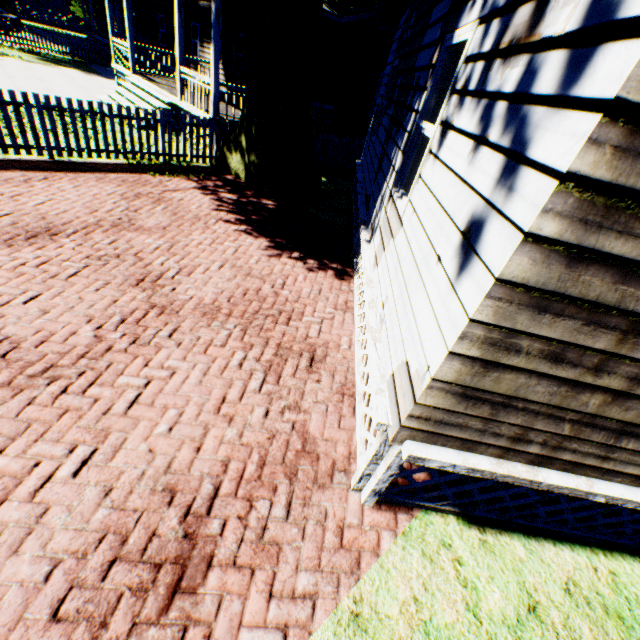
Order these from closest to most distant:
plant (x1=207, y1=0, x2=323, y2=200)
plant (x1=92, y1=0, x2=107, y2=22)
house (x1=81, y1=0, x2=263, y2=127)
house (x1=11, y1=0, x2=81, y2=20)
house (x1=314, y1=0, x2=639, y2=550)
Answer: house (x1=314, y1=0, x2=639, y2=550), plant (x1=207, y1=0, x2=323, y2=200), house (x1=81, y1=0, x2=263, y2=127), plant (x1=92, y1=0, x2=107, y2=22), house (x1=11, y1=0, x2=81, y2=20)

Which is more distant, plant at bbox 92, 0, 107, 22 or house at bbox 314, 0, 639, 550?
plant at bbox 92, 0, 107, 22

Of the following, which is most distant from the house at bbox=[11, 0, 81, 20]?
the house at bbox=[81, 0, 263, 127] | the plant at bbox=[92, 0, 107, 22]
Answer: A: the house at bbox=[81, 0, 263, 127]

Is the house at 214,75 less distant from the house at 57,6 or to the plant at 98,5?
the plant at 98,5

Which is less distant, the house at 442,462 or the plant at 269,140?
the house at 442,462

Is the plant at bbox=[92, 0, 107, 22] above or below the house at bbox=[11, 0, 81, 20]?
above

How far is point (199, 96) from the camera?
10.4m

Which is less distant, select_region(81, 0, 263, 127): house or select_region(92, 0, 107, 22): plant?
select_region(81, 0, 263, 127): house
